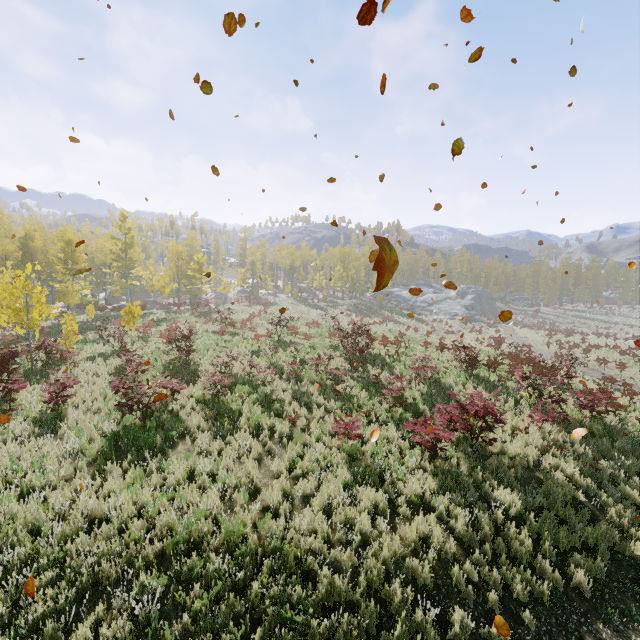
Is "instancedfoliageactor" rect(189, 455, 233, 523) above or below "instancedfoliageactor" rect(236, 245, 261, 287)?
Answer: below

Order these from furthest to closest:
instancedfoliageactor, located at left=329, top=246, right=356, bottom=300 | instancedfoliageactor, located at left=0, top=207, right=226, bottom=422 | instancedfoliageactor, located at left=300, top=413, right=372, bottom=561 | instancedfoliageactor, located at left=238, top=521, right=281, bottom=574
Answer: instancedfoliageactor, located at left=329, top=246, right=356, bottom=300, instancedfoliageactor, located at left=0, top=207, right=226, bottom=422, instancedfoliageactor, located at left=300, top=413, right=372, bottom=561, instancedfoliageactor, located at left=238, top=521, right=281, bottom=574

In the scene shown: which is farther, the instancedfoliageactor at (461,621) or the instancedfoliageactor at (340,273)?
the instancedfoliageactor at (340,273)

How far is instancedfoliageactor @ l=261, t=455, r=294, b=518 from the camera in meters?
6.8

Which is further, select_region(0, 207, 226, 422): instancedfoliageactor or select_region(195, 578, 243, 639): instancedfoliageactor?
select_region(0, 207, 226, 422): instancedfoliageactor

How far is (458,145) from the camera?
5.71m
